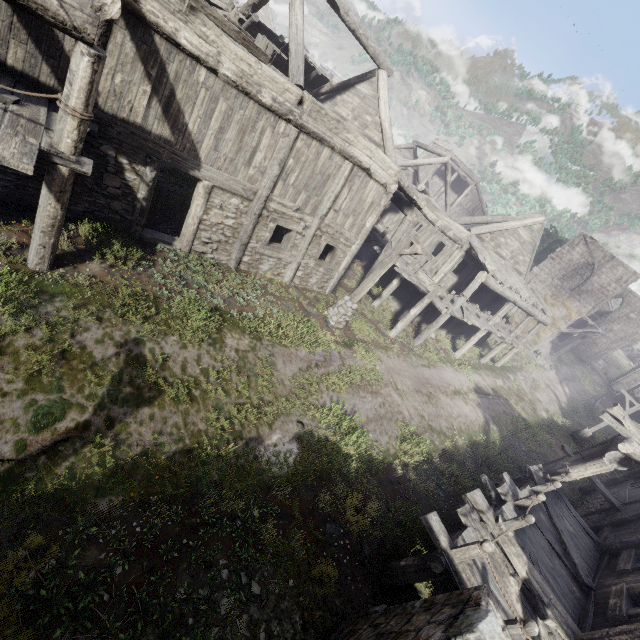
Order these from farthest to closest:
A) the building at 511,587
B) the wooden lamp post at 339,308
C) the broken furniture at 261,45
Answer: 1. the wooden lamp post at 339,308
2. the broken furniture at 261,45
3. the building at 511,587

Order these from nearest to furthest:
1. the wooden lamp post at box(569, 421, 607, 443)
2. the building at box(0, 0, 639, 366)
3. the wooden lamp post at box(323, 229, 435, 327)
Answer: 1. the building at box(0, 0, 639, 366)
2. the wooden lamp post at box(323, 229, 435, 327)
3. the wooden lamp post at box(569, 421, 607, 443)

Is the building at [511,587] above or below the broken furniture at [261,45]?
below

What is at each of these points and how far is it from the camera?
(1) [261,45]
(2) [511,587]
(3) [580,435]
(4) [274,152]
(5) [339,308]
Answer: (1) broken furniture, 8.5 meters
(2) building, 6.6 meters
(3) wooden lamp post, 23.9 meters
(4) building, 9.6 meters
(5) wooden lamp post, 13.1 meters

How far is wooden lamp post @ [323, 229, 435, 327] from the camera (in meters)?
11.12

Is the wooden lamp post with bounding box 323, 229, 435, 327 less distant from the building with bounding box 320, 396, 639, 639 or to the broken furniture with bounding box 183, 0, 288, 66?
the building with bounding box 320, 396, 639, 639

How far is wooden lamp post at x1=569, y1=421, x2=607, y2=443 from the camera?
23.3 meters
